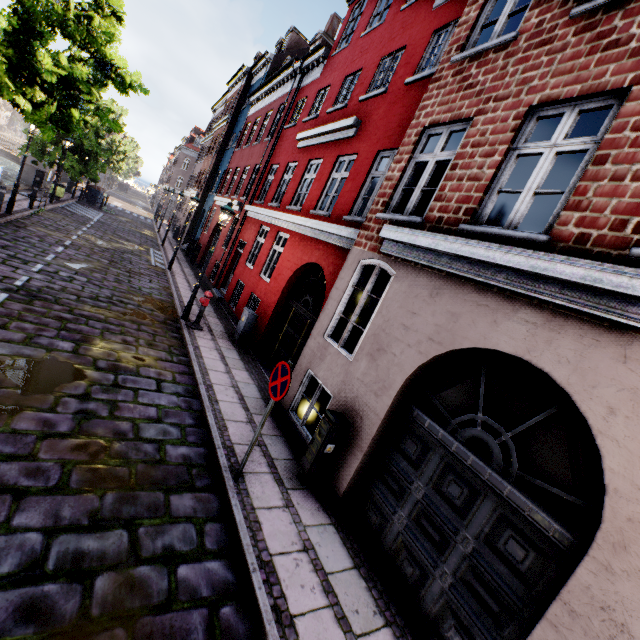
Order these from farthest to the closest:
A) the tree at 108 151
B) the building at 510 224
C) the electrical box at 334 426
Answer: the tree at 108 151 < the electrical box at 334 426 < the building at 510 224

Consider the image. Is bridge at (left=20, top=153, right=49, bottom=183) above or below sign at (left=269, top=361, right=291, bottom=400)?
below

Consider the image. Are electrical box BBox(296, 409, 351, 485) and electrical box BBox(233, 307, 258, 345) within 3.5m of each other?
no

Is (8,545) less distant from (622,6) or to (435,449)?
(435,449)

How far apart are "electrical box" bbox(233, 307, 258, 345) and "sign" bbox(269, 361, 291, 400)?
5.75m

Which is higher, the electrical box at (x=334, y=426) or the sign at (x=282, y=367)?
the sign at (x=282, y=367)

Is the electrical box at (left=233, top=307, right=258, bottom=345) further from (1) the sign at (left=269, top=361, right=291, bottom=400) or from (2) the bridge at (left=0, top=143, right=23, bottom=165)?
(2) the bridge at (left=0, top=143, right=23, bottom=165)

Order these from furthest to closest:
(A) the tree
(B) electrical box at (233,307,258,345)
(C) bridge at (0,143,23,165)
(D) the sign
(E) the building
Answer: (C) bridge at (0,143,23,165), (B) electrical box at (233,307,258,345), (A) the tree, (D) the sign, (E) the building
